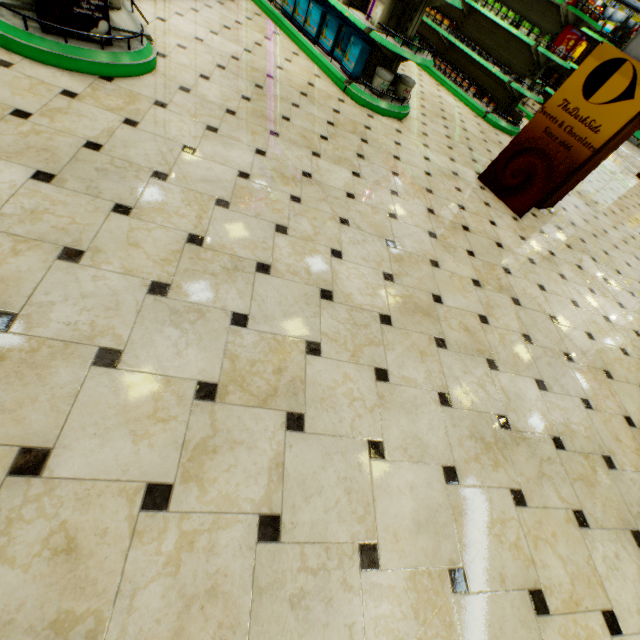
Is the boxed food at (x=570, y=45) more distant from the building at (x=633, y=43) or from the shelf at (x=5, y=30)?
the shelf at (x=5, y=30)

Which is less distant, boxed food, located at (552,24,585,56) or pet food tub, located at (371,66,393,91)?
pet food tub, located at (371,66,393,91)

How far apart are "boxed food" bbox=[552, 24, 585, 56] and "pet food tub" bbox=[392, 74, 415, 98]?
3.46m

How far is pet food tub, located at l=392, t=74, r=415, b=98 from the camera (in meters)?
4.57

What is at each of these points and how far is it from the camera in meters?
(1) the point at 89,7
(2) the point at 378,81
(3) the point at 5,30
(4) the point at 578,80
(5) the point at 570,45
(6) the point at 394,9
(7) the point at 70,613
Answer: (1) sanitary pad, 2.4 m
(2) pet food tub, 4.4 m
(3) shelf, 2.3 m
(4) sign, 3.7 m
(5) boxed food, 5.8 m
(6) boxed pet food, 4.1 m
(7) building, 1.0 m

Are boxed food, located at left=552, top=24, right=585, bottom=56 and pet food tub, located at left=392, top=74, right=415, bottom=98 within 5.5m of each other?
yes

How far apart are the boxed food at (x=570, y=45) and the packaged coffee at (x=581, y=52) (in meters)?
2.78

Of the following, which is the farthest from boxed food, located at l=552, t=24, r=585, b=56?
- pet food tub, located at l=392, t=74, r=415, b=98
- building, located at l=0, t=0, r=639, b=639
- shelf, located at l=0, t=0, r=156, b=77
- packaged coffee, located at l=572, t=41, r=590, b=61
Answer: shelf, located at l=0, t=0, r=156, b=77
